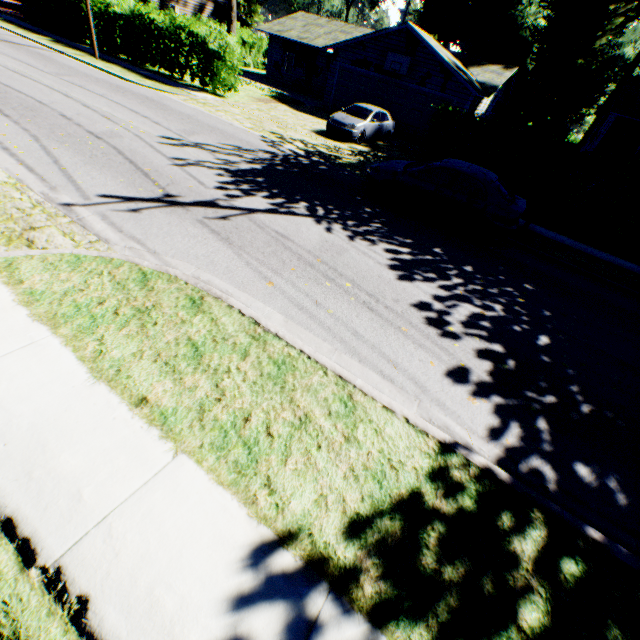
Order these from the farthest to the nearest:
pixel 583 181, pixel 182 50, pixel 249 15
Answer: pixel 249 15 → pixel 182 50 → pixel 583 181

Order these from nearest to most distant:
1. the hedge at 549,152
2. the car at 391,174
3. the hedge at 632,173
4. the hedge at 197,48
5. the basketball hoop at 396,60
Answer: the car at 391,174 < the hedge at 632,173 < the hedge at 549,152 < the hedge at 197,48 < the basketball hoop at 396,60

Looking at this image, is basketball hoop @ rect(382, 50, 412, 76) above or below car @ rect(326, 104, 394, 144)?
above

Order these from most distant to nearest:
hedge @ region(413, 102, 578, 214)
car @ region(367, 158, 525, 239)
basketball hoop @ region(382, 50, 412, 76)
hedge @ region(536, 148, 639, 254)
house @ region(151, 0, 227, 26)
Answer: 1. house @ region(151, 0, 227, 26)
2. basketball hoop @ region(382, 50, 412, 76)
3. hedge @ region(413, 102, 578, 214)
4. hedge @ region(536, 148, 639, 254)
5. car @ region(367, 158, 525, 239)

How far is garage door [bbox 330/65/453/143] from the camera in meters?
21.2 m

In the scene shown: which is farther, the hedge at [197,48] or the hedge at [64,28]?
the hedge at [64,28]

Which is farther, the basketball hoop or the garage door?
the garage door

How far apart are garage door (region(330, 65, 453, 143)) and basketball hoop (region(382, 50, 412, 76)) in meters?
0.5 m
